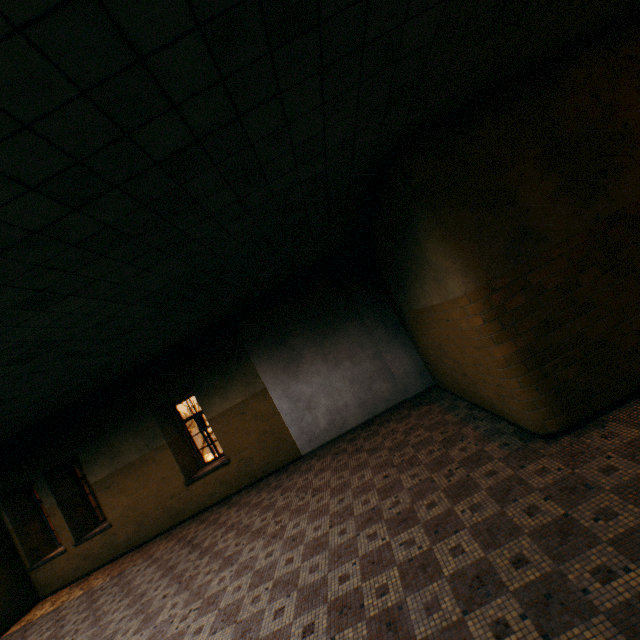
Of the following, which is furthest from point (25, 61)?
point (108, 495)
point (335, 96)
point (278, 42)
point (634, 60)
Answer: point (108, 495)
